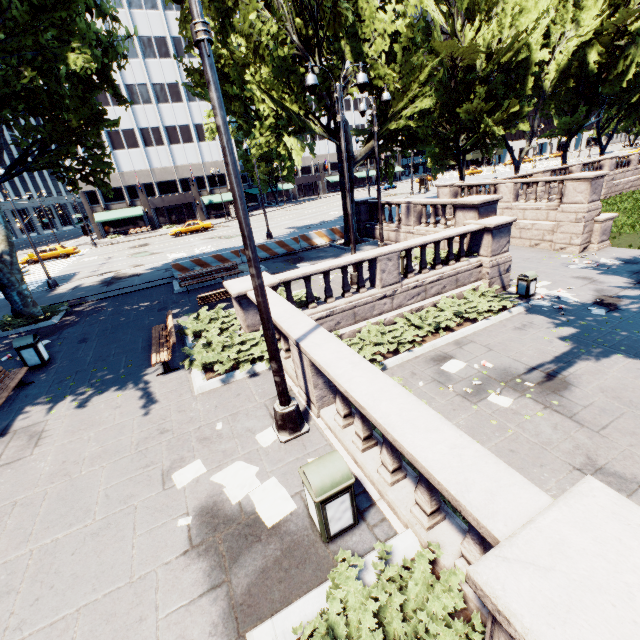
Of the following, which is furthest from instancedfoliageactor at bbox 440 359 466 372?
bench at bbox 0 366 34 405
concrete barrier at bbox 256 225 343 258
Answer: concrete barrier at bbox 256 225 343 258

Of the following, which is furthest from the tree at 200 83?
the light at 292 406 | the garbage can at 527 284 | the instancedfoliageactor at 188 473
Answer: the instancedfoliageactor at 188 473

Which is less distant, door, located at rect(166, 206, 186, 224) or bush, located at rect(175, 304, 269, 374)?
A: bush, located at rect(175, 304, 269, 374)

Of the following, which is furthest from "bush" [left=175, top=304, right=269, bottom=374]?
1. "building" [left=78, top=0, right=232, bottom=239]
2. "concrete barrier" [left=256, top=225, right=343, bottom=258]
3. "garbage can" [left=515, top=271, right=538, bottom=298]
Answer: "building" [left=78, top=0, right=232, bottom=239]

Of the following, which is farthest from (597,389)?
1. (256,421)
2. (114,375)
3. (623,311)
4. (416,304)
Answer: (114,375)

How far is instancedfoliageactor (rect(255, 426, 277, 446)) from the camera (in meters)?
5.87

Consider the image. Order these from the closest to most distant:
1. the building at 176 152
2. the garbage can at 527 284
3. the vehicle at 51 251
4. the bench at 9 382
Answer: the bench at 9 382, the garbage can at 527 284, the vehicle at 51 251, the building at 176 152

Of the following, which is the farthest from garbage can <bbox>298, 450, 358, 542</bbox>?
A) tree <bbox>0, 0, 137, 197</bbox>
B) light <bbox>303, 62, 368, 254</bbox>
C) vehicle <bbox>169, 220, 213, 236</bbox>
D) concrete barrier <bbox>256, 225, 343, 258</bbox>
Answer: vehicle <bbox>169, 220, 213, 236</bbox>
